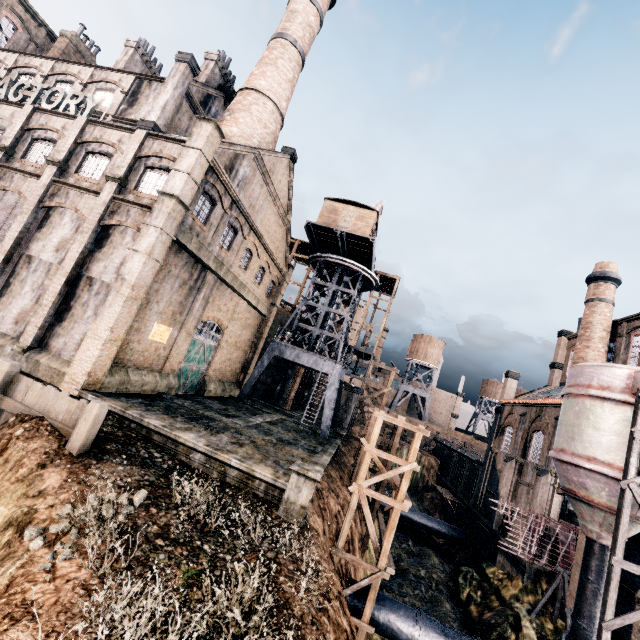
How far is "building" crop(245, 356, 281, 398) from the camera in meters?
40.5

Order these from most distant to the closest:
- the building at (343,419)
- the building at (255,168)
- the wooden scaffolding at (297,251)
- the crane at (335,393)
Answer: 1. the wooden scaffolding at (297,251)
2. the building at (343,419)
3. the crane at (335,393)
4. the building at (255,168)

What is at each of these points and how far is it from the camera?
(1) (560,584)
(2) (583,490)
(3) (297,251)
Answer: (1) wooden support structure, 20.6 meters
(2) silo, 15.2 meters
(3) wooden scaffolding, 51.0 meters

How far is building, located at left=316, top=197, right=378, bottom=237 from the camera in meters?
29.6

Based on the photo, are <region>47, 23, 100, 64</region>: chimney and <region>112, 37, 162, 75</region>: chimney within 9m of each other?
yes

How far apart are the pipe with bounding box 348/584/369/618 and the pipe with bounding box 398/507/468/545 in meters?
18.4

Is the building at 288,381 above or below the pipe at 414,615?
above

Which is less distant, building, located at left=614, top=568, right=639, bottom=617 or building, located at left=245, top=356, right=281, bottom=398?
building, located at left=614, top=568, right=639, bottom=617
